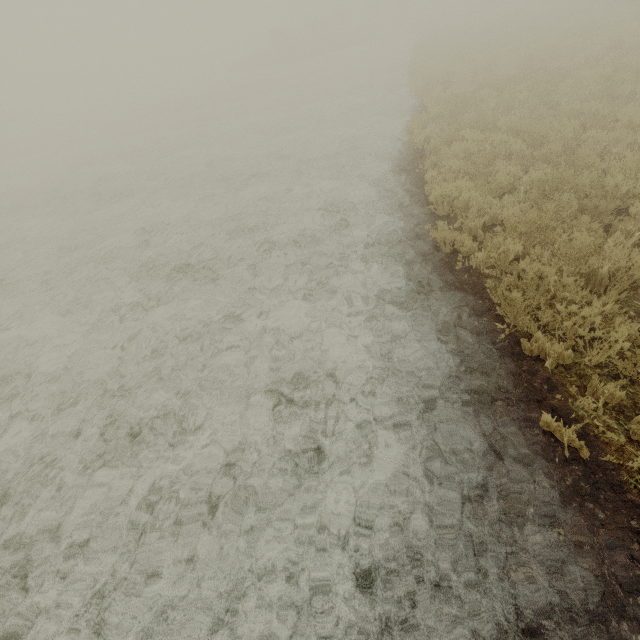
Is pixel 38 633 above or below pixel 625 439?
below
